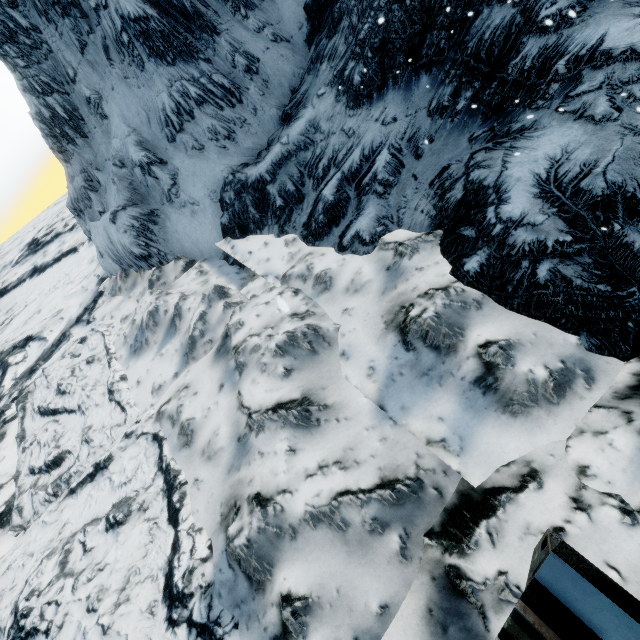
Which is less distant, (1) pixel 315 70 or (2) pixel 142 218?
(1) pixel 315 70
